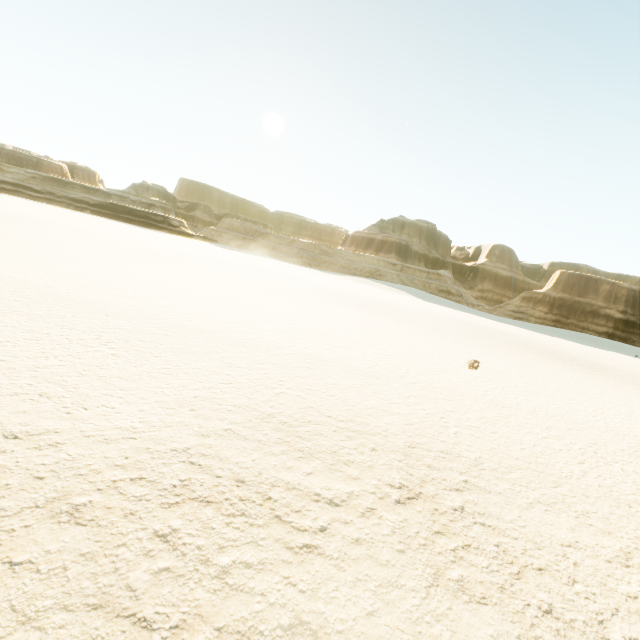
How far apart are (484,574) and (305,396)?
3.93m
